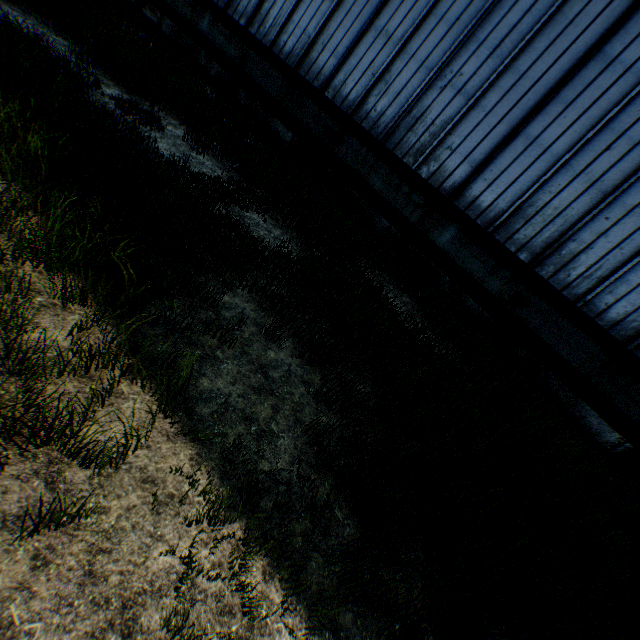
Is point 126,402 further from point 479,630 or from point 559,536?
point 559,536
